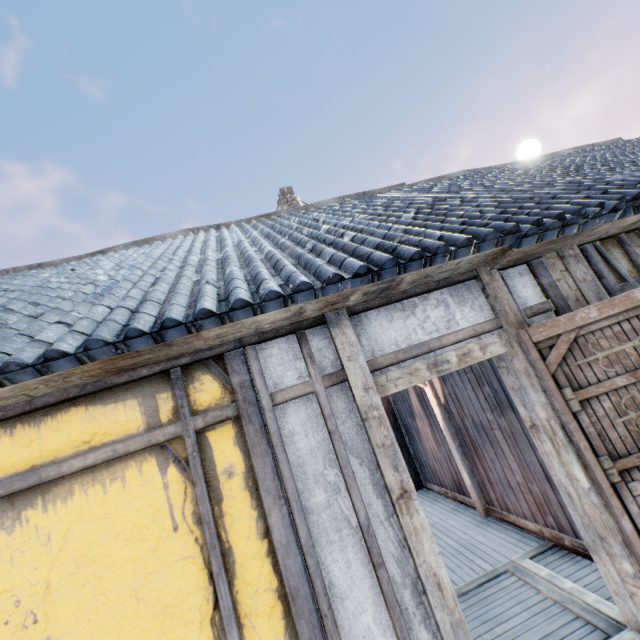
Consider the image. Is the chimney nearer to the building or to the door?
the building

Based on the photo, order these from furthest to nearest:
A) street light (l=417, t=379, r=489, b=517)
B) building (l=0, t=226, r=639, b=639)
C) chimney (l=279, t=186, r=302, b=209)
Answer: chimney (l=279, t=186, r=302, b=209) < street light (l=417, t=379, r=489, b=517) < building (l=0, t=226, r=639, b=639)

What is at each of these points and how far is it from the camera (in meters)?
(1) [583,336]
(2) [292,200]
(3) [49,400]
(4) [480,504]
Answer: (1) door, 2.41
(2) chimney, 10.09
(3) building, 2.06
(4) street light, 4.88

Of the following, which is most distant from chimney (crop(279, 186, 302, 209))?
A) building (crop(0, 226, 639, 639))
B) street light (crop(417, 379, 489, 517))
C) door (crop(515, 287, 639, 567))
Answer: door (crop(515, 287, 639, 567))

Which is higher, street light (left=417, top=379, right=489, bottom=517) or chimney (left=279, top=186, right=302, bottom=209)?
chimney (left=279, top=186, right=302, bottom=209)

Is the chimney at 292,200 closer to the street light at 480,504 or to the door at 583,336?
the street light at 480,504

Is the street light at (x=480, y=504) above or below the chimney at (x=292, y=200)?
below
